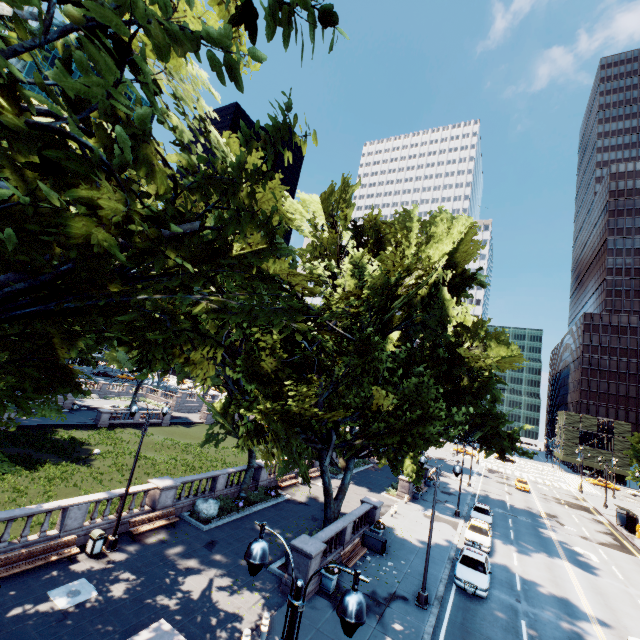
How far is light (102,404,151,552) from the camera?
16.22m

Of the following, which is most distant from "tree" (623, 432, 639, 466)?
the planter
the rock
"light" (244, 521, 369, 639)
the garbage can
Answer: the garbage can

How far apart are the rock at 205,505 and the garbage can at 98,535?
5.96m

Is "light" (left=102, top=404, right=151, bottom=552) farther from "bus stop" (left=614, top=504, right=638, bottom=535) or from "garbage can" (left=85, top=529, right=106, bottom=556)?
"bus stop" (left=614, top=504, right=638, bottom=535)

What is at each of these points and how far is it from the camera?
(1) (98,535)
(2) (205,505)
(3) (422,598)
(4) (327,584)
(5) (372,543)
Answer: (1) garbage can, 15.9m
(2) rock, 21.4m
(3) light, 16.7m
(4) planter, 16.3m
(5) container, 21.5m

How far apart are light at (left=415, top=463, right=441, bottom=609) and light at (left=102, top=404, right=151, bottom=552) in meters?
14.6 m

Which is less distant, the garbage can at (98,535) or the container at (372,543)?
the garbage can at (98,535)

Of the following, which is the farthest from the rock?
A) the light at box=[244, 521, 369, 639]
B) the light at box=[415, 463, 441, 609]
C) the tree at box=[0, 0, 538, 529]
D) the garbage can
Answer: the light at box=[244, 521, 369, 639]
